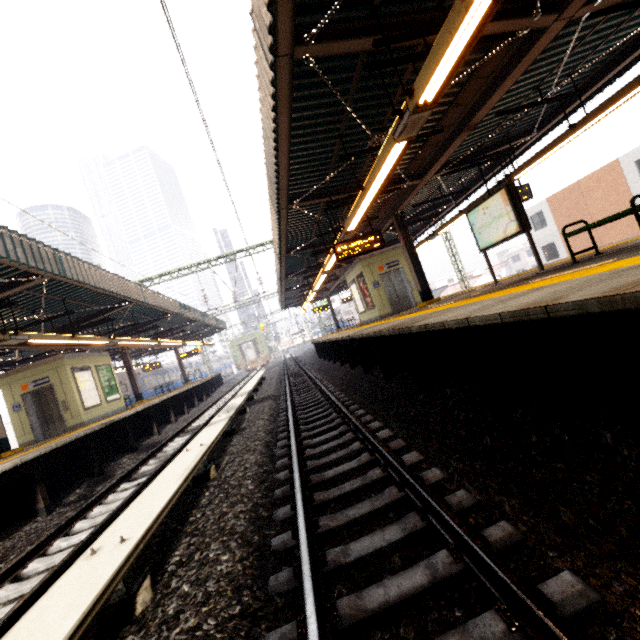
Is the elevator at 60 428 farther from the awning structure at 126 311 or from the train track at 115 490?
the train track at 115 490

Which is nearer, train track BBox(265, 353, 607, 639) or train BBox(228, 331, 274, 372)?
train track BBox(265, 353, 607, 639)

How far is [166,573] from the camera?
2.8m

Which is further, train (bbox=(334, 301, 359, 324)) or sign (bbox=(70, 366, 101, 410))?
train (bbox=(334, 301, 359, 324))

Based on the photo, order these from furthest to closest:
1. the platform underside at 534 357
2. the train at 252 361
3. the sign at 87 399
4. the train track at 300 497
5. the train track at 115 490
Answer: the train at 252 361
the sign at 87 399
the train track at 115 490
the platform underside at 534 357
the train track at 300 497

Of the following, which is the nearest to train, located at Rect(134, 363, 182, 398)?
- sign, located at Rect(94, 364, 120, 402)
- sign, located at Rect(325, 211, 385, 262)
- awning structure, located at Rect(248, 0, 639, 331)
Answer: sign, located at Rect(94, 364, 120, 402)

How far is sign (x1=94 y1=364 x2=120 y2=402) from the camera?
14.43m

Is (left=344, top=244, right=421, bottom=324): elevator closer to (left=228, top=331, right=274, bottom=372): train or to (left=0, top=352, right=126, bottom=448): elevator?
(left=0, top=352, right=126, bottom=448): elevator
